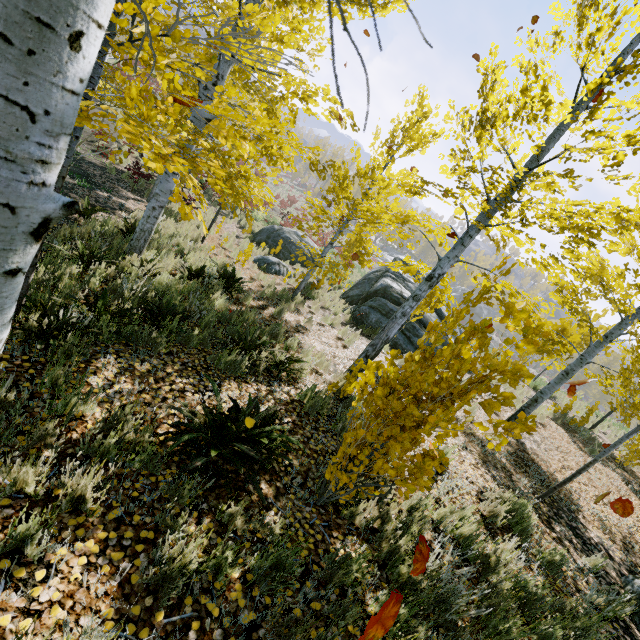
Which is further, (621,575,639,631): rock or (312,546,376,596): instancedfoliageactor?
(621,575,639,631): rock

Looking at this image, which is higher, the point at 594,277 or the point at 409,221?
the point at 594,277

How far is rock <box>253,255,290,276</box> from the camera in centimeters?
1245cm

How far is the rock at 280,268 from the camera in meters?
12.4 m

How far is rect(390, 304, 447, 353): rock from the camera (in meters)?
11.18

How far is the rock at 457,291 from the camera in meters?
56.3 m

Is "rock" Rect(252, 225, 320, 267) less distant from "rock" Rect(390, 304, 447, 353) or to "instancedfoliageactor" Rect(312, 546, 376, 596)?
"rock" Rect(390, 304, 447, 353)
